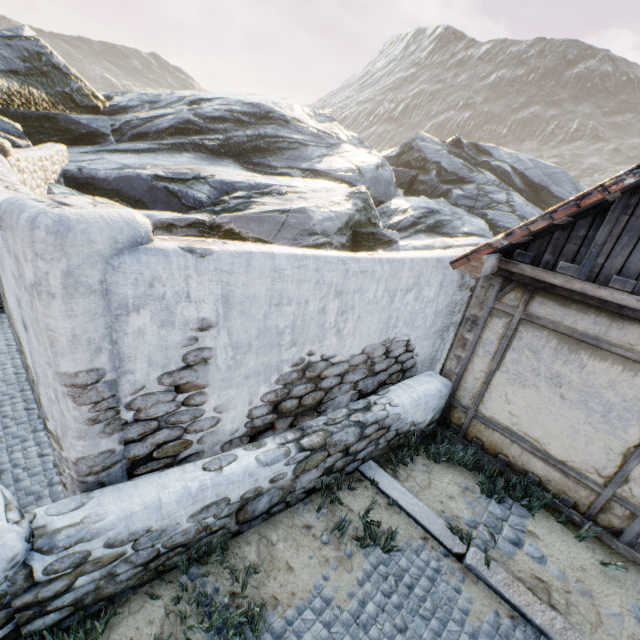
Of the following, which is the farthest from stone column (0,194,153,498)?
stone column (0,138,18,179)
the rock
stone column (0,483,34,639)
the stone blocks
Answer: stone column (0,138,18,179)

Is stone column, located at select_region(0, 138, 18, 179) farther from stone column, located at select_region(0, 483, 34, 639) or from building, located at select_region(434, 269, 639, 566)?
building, located at select_region(434, 269, 639, 566)

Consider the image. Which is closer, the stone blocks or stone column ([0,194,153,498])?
stone column ([0,194,153,498])

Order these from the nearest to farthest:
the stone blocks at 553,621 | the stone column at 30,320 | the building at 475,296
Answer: the stone column at 30,320 → the stone blocks at 553,621 → the building at 475,296

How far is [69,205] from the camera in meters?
2.0 m

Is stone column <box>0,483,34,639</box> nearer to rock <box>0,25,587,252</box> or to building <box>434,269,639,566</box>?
rock <box>0,25,587,252</box>

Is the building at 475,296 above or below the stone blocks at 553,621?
above
